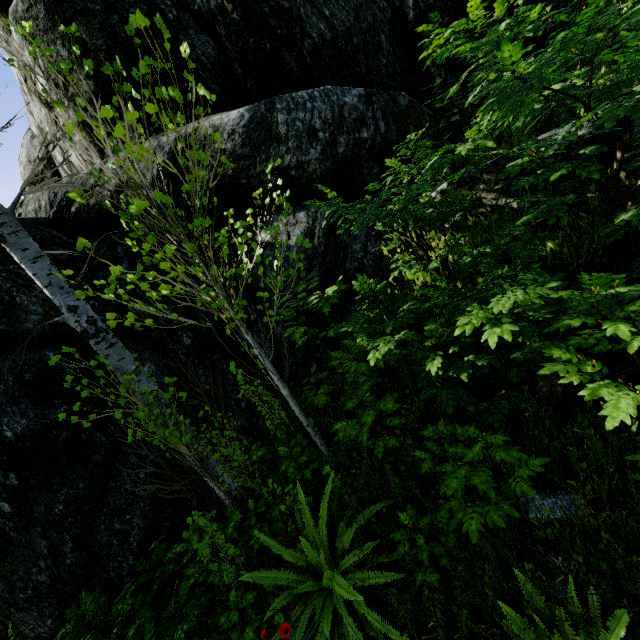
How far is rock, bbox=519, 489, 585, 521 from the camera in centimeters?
229cm

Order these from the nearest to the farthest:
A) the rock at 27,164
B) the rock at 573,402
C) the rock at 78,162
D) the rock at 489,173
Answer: the rock at 573,402
the rock at 489,173
the rock at 78,162
the rock at 27,164

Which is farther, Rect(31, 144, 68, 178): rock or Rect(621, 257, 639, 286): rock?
Rect(31, 144, 68, 178): rock

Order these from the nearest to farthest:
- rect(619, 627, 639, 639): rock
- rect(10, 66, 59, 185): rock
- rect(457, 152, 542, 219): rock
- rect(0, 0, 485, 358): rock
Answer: rect(619, 627, 639, 639): rock → rect(457, 152, 542, 219): rock → rect(0, 0, 485, 358): rock → rect(10, 66, 59, 185): rock

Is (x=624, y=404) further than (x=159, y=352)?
No

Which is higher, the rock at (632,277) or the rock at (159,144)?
the rock at (159,144)
